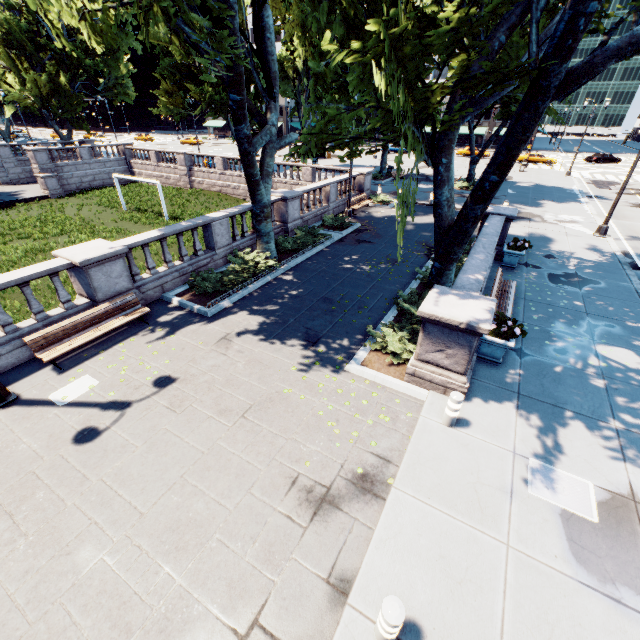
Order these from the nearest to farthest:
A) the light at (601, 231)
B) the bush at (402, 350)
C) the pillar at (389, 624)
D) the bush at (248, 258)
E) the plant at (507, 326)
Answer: the pillar at (389, 624) → the plant at (507, 326) → the bush at (402, 350) → the bush at (248, 258) → the light at (601, 231)

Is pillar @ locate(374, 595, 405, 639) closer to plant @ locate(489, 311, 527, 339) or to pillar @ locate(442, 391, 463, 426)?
pillar @ locate(442, 391, 463, 426)

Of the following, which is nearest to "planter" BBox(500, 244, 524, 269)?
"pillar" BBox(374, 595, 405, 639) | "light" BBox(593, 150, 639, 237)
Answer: "light" BBox(593, 150, 639, 237)

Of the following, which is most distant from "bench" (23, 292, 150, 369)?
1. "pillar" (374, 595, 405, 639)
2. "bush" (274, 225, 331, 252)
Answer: "pillar" (374, 595, 405, 639)

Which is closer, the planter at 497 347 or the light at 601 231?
the planter at 497 347

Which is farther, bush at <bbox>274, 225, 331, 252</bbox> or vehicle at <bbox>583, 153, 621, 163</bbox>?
vehicle at <bbox>583, 153, 621, 163</bbox>

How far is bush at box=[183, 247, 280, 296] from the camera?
11.80m

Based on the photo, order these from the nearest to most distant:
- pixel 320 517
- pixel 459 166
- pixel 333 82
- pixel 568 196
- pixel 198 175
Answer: pixel 320 517 → pixel 333 82 → pixel 568 196 → pixel 198 175 → pixel 459 166
